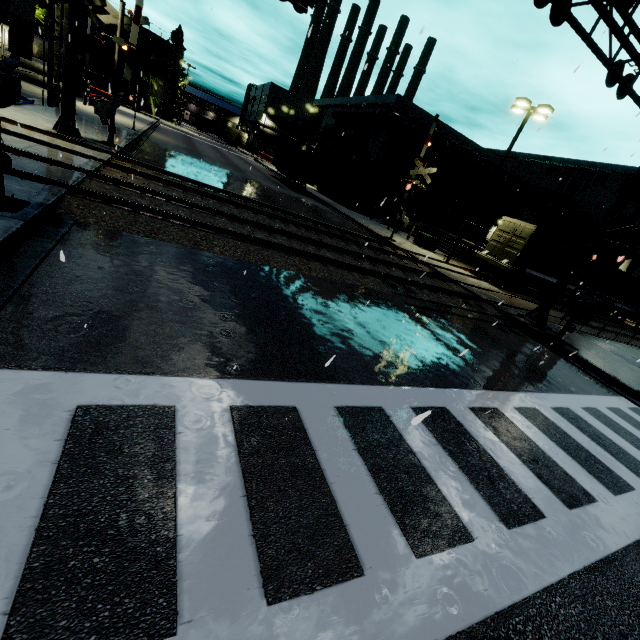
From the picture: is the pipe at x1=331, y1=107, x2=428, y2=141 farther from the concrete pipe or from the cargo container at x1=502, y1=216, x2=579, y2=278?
the concrete pipe

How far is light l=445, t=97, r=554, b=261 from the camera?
18.0m

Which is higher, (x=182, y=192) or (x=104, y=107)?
(x=104, y=107)

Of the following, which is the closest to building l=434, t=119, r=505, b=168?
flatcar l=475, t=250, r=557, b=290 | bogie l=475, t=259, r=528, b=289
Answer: flatcar l=475, t=250, r=557, b=290

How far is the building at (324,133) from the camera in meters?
29.6 m

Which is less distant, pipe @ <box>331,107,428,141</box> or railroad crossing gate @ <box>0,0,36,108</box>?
railroad crossing gate @ <box>0,0,36,108</box>

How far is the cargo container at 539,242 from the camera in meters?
20.1

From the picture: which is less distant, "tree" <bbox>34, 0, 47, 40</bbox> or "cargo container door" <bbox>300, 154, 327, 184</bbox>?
"cargo container door" <bbox>300, 154, 327, 184</bbox>
